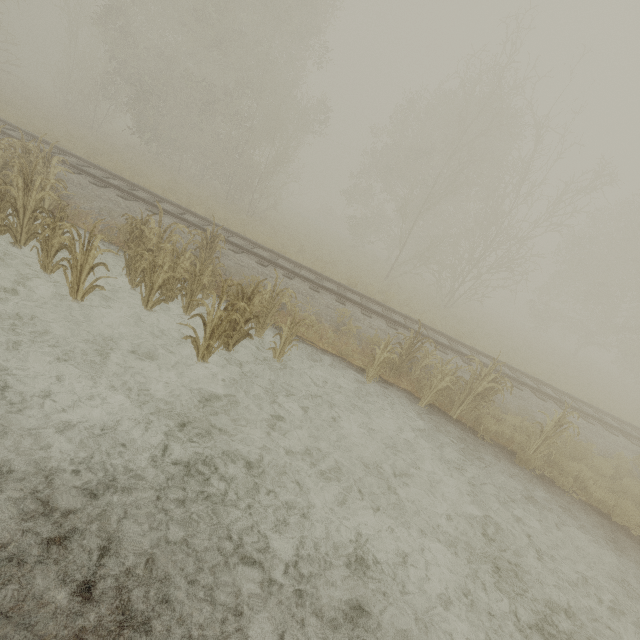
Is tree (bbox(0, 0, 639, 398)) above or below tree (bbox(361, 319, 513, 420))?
above

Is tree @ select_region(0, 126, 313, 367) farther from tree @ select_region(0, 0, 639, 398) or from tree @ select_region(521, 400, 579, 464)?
Answer: tree @ select_region(0, 0, 639, 398)

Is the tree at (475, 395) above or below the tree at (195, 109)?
below

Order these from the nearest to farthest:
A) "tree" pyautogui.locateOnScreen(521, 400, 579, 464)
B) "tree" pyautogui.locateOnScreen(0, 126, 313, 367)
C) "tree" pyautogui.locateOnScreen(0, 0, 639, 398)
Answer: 1. "tree" pyautogui.locateOnScreen(0, 126, 313, 367)
2. "tree" pyautogui.locateOnScreen(521, 400, 579, 464)
3. "tree" pyautogui.locateOnScreen(0, 0, 639, 398)

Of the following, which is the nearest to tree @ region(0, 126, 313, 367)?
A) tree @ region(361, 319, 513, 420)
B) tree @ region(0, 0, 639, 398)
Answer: tree @ region(361, 319, 513, 420)

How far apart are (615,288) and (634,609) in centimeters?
2903cm

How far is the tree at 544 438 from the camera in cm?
752
